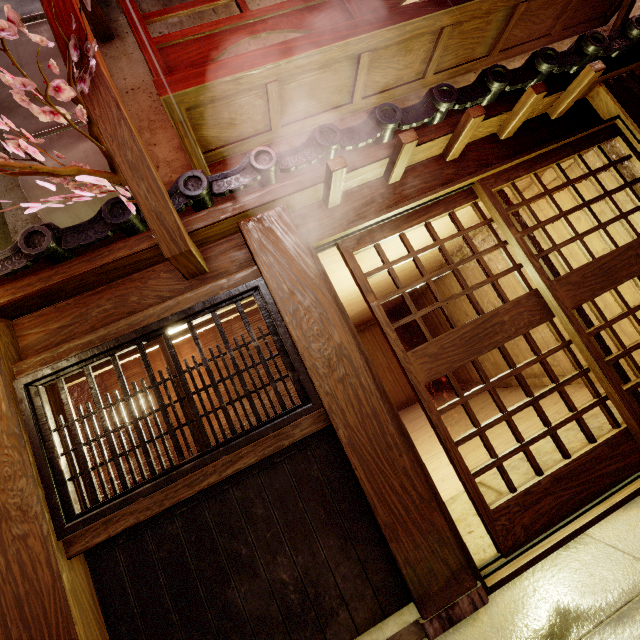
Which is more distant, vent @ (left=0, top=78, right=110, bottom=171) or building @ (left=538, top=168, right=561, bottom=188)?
building @ (left=538, top=168, right=561, bottom=188)

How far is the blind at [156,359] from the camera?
5.0m

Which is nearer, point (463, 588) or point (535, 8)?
point (463, 588)

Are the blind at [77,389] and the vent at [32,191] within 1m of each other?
no

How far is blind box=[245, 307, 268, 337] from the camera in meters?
5.2 m

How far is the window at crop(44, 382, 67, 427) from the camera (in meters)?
4.40

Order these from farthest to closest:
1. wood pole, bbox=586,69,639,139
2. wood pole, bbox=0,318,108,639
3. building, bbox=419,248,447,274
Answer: building, bbox=419,248,447,274, wood pole, bbox=586,69,639,139, wood pole, bbox=0,318,108,639
